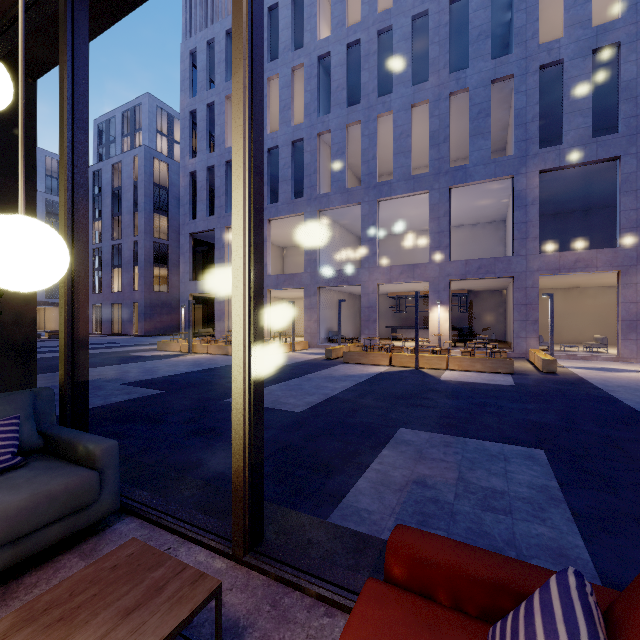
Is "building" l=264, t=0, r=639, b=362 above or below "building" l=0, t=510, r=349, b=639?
above

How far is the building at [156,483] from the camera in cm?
242

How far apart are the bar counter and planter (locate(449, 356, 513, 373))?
11.7 meters

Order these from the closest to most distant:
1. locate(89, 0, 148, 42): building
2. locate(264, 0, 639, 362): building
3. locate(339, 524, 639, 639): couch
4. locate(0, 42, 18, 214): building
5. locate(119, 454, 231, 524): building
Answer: locate(339, 524, 639, 639): couch, locate(119, 454, 231, 524): building, locate(89, 0, 148, 42): building, locate(0, 42, 18, 214): building, locate(264, 0, 639, 362): building

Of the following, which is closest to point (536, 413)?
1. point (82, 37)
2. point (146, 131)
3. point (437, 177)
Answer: point (82, 37)

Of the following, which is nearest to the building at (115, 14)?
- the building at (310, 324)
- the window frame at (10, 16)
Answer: the window frame at (10, 16)

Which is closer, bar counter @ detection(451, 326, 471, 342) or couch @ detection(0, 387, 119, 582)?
couch @ detection(0, 387, 119, 582)

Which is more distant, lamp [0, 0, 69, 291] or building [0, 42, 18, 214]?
building [0, 42, 18, 214]
